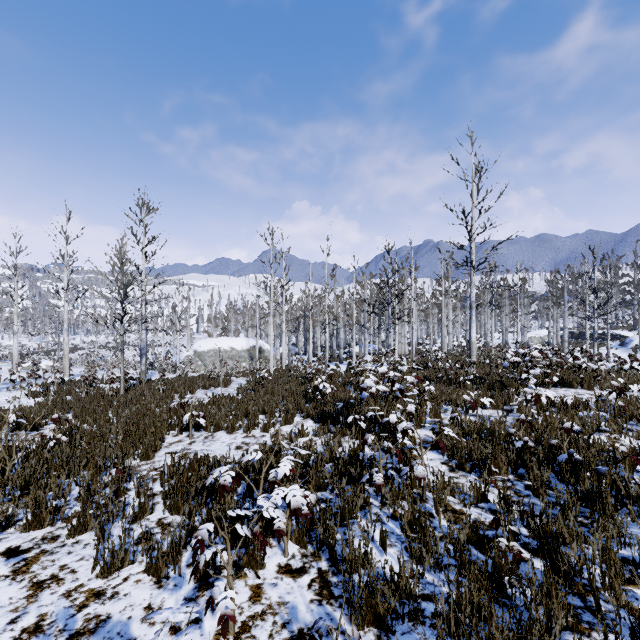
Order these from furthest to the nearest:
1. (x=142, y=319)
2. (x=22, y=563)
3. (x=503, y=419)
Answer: (x=142, y=319) → (x=503, y=419) → (x=22, y=563)

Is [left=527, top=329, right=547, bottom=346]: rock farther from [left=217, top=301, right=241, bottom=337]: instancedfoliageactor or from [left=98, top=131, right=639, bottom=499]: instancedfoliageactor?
[left=217, top=301, right=241, bottom=337]: instancedfoliageactor

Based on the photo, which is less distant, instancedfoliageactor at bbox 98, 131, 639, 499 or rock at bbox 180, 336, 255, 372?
instancedfoliageactor at bbox 98, 131, 639, 499

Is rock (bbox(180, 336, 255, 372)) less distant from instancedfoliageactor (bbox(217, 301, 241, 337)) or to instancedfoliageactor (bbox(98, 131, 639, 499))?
instancedfoliageactor (bbox(217, 301, 241, 337))

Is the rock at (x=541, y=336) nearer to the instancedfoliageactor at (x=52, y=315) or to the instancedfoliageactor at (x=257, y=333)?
the instancedfoliageactor at (x=257, y=333)

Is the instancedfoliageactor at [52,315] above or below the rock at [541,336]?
above

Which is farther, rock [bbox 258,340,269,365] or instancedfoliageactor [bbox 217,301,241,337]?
instancedfoliageactor [bbox 217,301,241,337]

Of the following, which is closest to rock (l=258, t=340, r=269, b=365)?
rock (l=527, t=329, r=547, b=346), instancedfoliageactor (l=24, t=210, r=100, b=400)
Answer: instancedfoliageactor (l=24, t=210, r=100, b=400)
